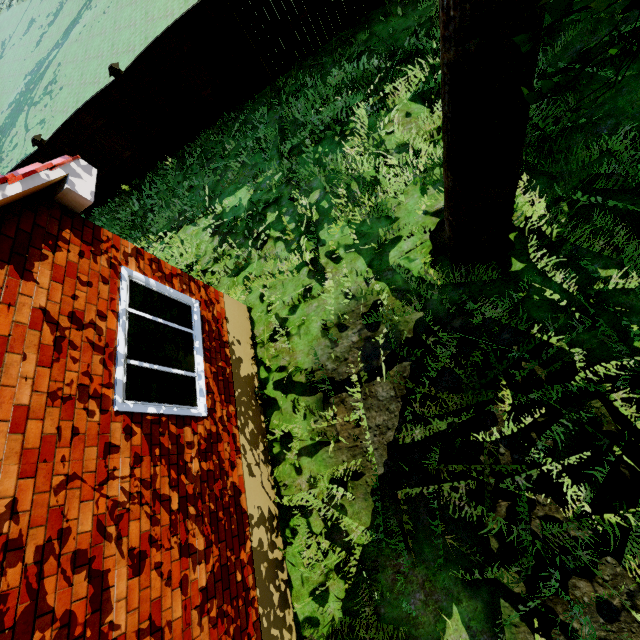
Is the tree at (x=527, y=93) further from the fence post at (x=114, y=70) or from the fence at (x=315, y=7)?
the fence post at (x=114, y=70)

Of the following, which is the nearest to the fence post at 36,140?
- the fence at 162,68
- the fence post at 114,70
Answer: the fence at 162,68

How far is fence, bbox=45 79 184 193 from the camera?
8.9 meters

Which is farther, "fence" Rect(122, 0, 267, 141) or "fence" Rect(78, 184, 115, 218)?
"fence" Rect(78, 184, 115, 218)

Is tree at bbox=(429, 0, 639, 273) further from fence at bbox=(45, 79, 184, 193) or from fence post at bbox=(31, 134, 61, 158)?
fence post at bbox=(31, 134, 61, 158)

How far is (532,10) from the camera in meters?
2.4 m

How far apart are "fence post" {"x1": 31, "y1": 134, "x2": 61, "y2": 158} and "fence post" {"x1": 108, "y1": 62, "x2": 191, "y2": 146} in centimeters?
302cm

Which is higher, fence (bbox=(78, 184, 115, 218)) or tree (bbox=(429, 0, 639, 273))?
tree (bbox=(429, 0, 639, 273))
